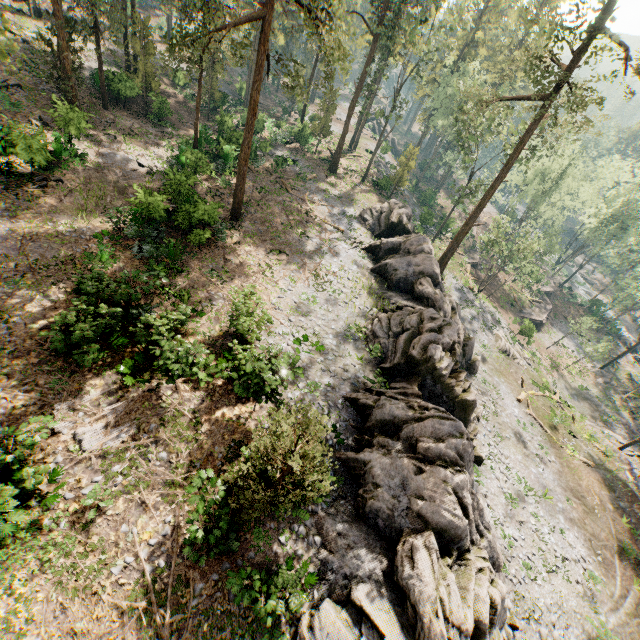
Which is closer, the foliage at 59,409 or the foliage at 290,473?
the foliage at 290,473

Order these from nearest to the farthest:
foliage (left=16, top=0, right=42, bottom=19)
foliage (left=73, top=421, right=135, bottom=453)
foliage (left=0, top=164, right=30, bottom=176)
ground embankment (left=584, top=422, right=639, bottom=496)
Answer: foliage (left=73, top=421, right=135, bottom=453) → foliage (left=0, top=164, right=30, bottom=176) → ground embankment (left=584, top=422, right=639, bottom=496) → foliage (left=16, top=0, right=42, bottom=19)

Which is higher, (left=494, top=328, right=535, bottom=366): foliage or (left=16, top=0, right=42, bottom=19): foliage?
(left=16, top=0, right=42, bottom=19): foliage

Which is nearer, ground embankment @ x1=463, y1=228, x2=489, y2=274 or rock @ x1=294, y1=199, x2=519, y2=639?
rock @ x1=294, y1=199, x2=519, y2=639

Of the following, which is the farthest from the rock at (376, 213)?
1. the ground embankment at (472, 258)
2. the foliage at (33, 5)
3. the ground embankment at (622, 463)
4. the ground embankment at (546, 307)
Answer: the ground embankment at (546, 307)

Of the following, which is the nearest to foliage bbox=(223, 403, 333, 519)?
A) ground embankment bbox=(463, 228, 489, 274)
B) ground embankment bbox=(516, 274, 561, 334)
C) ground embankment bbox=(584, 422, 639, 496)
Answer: ground embankment bbox=(584, 422, 639, 496)

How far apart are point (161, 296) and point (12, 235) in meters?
8.0
